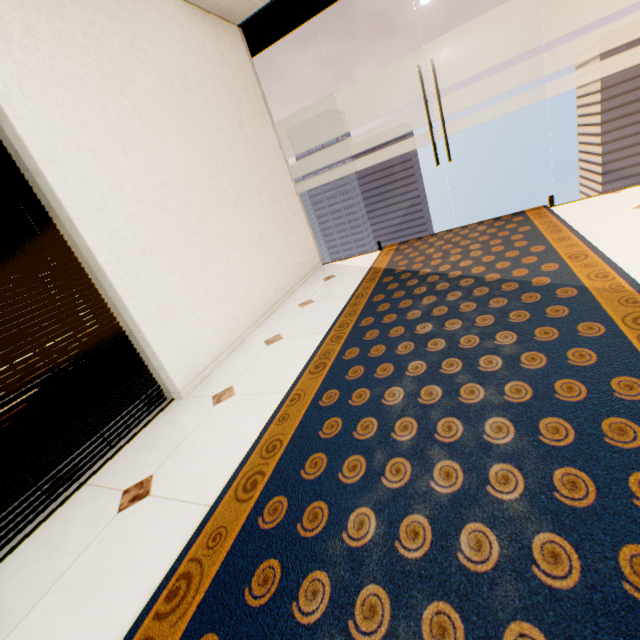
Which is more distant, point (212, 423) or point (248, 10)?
point (248, 10)
